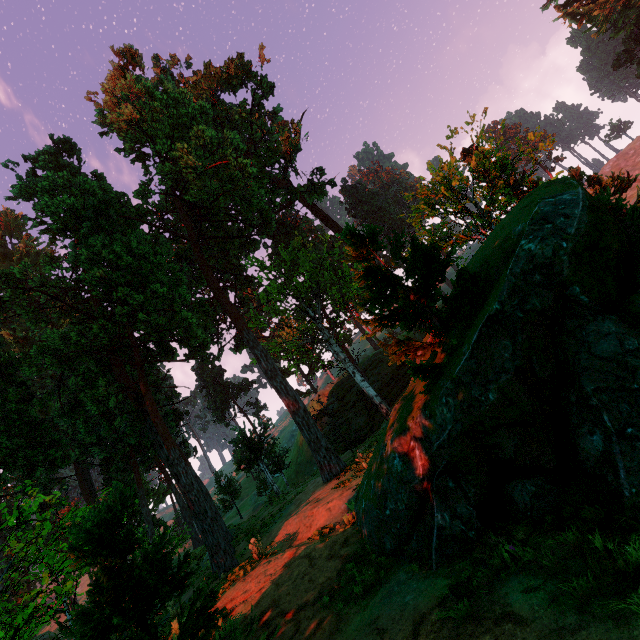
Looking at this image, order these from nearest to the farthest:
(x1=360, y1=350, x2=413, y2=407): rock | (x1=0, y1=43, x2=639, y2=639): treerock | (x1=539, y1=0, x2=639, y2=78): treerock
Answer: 1. (x1=0, y1=43, x2=639, y2=639): treerock
2. (x1=360, y1=350, x2=413, y2=407): rock
3. (x1=539, y1=0, x2=639, y2=78): treerock

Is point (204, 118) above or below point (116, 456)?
above

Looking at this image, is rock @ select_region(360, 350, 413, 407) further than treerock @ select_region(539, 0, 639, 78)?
No

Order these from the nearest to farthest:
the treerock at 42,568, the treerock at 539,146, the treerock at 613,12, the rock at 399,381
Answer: the treerock at 42,568, the treerock at 539,146, the rock at 399,381, the treerock at 613,12

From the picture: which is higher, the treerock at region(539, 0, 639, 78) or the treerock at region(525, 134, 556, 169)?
the treerock at region(539, 0, 639, 78)

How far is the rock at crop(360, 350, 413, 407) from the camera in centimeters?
3641cm

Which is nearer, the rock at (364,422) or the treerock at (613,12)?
the rock at (364,422)
